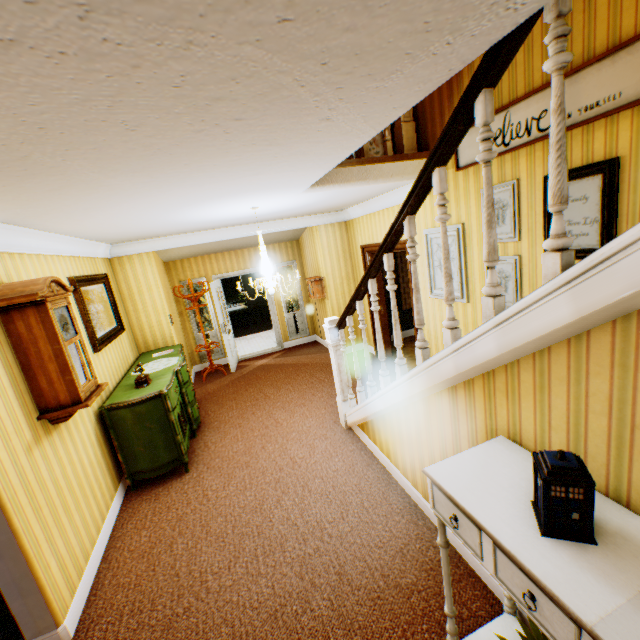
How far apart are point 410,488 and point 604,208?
2.9m

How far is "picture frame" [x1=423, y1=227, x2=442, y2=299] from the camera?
4.4 meters

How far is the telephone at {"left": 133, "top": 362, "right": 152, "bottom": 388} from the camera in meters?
4.1

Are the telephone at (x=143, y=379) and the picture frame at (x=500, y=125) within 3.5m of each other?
no

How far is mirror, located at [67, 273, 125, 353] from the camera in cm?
402

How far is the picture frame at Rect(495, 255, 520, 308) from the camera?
3.4 meters

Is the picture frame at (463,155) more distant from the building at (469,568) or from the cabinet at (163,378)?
the cabinet at (163,378)

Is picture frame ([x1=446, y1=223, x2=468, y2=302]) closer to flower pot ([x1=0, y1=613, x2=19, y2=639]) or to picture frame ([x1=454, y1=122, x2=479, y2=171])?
picture frame ([x1=454, y1=122, x2=479, y2=171])
